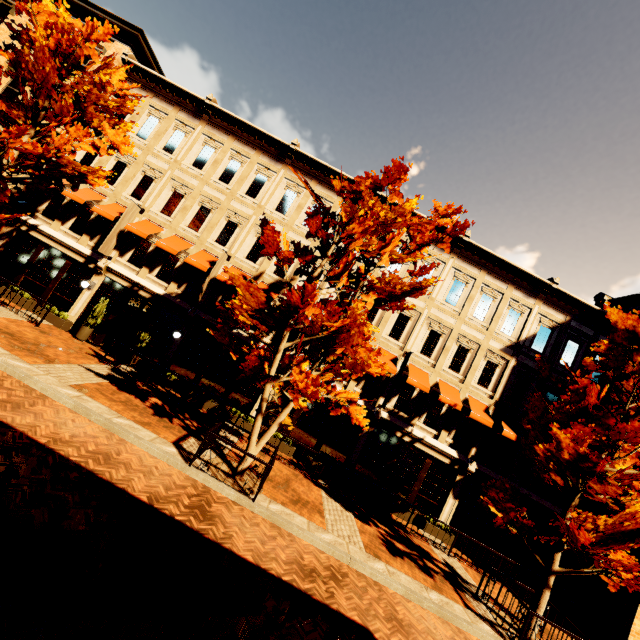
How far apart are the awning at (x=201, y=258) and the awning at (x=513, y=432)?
15.6m

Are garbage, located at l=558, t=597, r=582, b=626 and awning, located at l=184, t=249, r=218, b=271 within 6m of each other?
no

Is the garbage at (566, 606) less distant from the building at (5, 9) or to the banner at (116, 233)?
the building at (5, 9)

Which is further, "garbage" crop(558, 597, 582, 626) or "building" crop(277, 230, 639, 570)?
"building" crop(277, 230, 639, 570)

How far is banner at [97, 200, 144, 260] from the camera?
15.02m

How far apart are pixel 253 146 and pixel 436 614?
20.1 meters

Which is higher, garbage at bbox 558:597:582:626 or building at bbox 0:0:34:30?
building at bbox 0:0:34:30

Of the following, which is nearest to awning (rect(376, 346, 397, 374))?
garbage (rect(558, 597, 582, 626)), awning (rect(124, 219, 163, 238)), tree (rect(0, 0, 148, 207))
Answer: tree (rect(0, 0, 148, 207))
